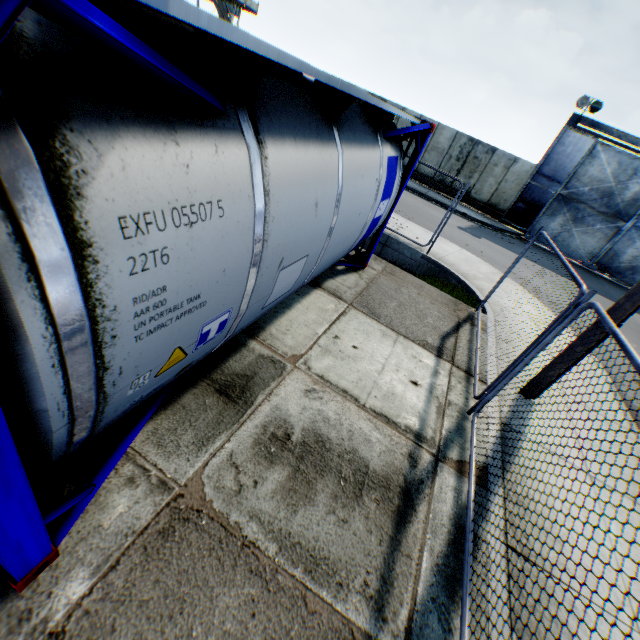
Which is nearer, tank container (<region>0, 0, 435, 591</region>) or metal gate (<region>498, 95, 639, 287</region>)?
tank container (<region>0, 0, 435, 591</region>)

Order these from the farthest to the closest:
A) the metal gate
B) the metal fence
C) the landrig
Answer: the landrig → the metal gate → the metal fence

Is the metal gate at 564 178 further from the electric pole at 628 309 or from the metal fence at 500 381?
the electric pole at 628 309

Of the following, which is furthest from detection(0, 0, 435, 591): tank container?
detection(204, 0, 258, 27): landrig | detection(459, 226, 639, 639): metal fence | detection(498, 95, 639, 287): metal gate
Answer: detection(204, 0, 258, 27): landrig

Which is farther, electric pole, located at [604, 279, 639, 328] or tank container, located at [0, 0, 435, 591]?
electric pole, located at [604, 279, 639, 328]

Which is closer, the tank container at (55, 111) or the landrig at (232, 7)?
the tank container at (55, 111)

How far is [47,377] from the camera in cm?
133

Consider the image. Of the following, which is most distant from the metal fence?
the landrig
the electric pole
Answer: the landrig
